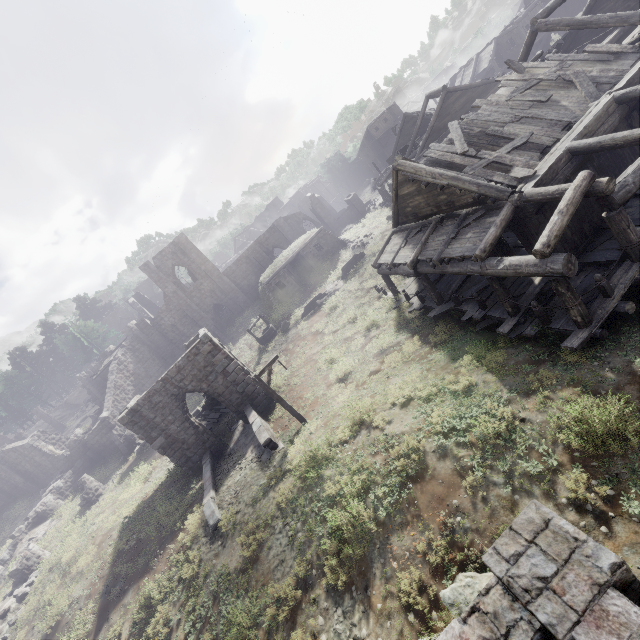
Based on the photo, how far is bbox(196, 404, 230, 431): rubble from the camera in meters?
21.5 m

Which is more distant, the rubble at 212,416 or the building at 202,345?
the rubble at 212,416

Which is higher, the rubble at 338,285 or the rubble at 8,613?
the rubble at 8,613

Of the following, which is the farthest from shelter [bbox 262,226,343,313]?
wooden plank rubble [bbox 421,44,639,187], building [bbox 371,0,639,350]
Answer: wooden plank rubble [bbox 421,44,639,187]

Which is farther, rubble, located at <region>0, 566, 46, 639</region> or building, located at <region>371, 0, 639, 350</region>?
rubble, located at <region>0, 566, 46, 639</region>

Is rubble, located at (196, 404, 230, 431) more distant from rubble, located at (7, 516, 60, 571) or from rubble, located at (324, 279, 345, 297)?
rubble, located at (324, 279, 345, 297)

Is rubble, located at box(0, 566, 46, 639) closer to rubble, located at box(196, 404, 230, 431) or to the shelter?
rubble, located at box(196, 404, 230, 431)

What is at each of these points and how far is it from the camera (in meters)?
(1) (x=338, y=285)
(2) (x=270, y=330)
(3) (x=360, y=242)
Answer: (1) rubble, 26.83
(2) well, 27.59
(3) rubble, 29.56
